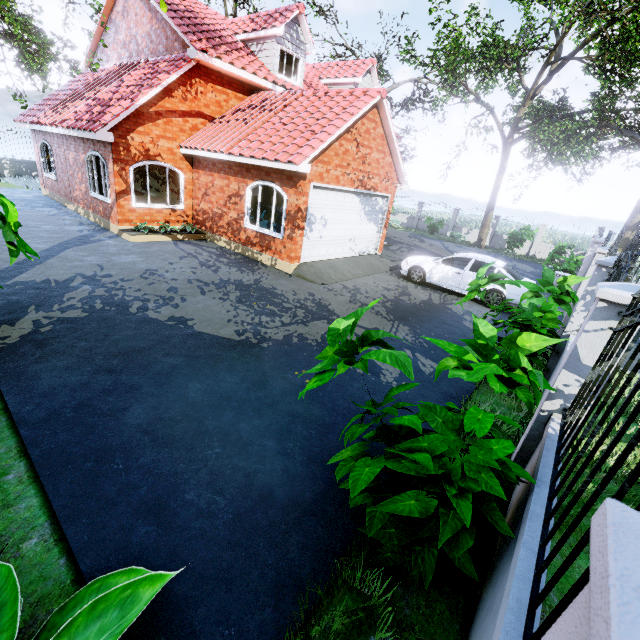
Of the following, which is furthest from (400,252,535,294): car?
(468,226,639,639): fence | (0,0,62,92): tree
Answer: (0,0,62,92): tree

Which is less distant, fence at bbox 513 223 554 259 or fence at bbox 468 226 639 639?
fence at bbox 468 226 639 639

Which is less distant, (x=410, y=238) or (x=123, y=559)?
(x=123, y=559)

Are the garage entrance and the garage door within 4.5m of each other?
yes

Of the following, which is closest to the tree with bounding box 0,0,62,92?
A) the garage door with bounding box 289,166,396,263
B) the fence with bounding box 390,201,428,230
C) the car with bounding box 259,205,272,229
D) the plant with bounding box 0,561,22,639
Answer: the fence with bounding box 390,201,428,230

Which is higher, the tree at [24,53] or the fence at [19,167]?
the tree at [24,53]

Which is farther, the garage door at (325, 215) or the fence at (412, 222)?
the fence at (412, 222)

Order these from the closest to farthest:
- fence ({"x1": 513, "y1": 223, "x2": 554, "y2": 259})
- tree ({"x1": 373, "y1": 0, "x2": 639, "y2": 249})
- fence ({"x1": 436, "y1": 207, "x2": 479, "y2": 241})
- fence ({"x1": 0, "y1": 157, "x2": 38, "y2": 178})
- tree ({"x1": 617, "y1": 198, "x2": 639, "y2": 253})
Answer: tree ({"x1": 373, "y1": 0, "x2": 639, "y2": 249}), tree ({"x1": 617, "y1": 198, "x2": 639, "y2": 253}), fence ({"x1": 0, "y1": 157, "x2": 38, "y2": 178}), fence ({"x1": 513, "y1": 223, "x2": 554, "y2": 259}), fence ({"x1": 436, "y1": 207, "x2": 479, "y2": 241})
